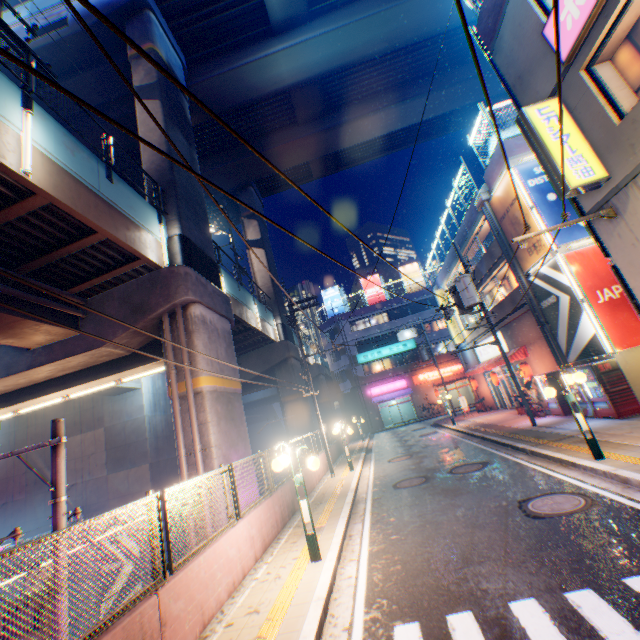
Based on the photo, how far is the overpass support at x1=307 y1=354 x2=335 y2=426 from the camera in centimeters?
3677cm

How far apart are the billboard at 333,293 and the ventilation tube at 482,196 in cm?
2821

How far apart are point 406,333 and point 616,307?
30.2m

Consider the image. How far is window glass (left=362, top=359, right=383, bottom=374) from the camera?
42.1m

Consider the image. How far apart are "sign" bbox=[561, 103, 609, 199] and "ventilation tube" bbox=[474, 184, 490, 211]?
9.5 meters

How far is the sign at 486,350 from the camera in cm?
2314

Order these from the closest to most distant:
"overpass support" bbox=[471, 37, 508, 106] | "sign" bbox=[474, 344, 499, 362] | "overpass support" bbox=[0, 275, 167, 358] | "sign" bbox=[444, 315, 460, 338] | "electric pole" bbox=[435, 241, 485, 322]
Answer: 1. "overpass support" bbox=[0, 275, 167, 358]
2. "electric pole" bbox=[435, 241, 485, 322]
3. "sign" bbox=[474, 344, 499, 362]
4. "overpass support" bbox=[471, 37, 508, 106]
5. "sign" bbox=[444, 315, 460, 338]

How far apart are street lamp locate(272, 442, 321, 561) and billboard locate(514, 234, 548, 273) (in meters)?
13.13
